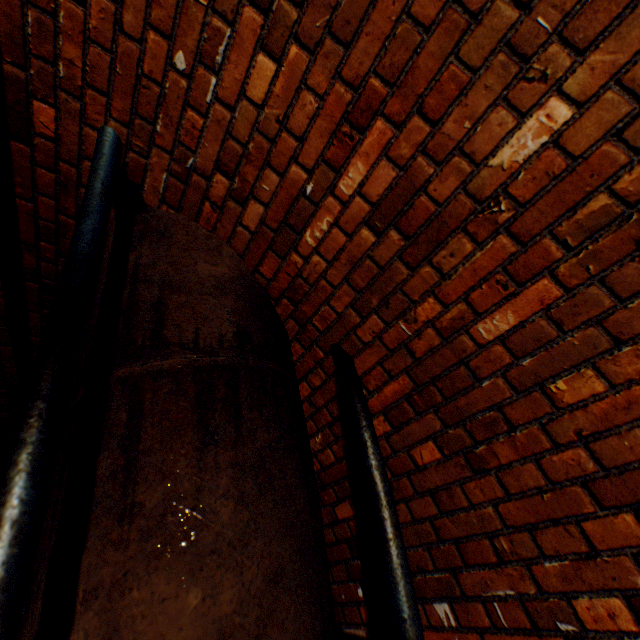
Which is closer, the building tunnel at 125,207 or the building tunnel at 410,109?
the building tunnel at 410,109

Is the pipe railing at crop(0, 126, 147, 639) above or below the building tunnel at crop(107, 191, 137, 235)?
below

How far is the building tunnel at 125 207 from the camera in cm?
158

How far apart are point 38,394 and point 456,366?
1.29m

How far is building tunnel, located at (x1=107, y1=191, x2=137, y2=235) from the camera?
1.58m

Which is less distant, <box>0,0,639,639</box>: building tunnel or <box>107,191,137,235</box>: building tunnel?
<box>0,0,639,639</box>: building tunnel

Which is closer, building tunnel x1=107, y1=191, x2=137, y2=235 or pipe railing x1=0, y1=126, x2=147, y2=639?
pipe railing x1=0, y1=126, x2=147, y2=639
